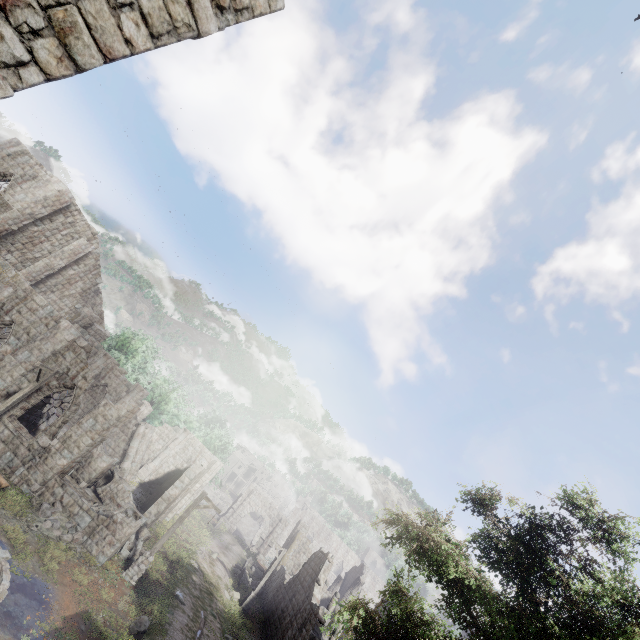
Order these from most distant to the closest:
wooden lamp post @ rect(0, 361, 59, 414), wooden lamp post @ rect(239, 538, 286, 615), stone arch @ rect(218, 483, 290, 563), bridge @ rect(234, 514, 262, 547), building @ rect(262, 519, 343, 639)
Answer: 1. bridge @ rect(234, 514, 262, 547)
2. stone arch @ rect(218, 483, 290, 563)
3. wooden lamp post @ rect(239, 538, 286, 615)
4. building @ rect(262, 519, 343, 639)
5. wooden lamp post @ rect(0, 361, 59, 414)

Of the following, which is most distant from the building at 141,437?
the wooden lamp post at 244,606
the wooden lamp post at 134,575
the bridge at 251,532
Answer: the bridge at 251,532

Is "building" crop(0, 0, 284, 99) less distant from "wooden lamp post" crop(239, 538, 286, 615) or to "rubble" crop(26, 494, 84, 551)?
"rubble" crop(26, 494, 84, 551)

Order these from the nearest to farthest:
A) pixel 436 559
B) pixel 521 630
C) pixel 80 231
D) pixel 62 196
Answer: pixel 436 559
pixel 521 630
pixel 62 196
pixel 80 231

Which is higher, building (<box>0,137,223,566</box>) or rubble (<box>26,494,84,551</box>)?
building (<box>0,137,223,566</box>)

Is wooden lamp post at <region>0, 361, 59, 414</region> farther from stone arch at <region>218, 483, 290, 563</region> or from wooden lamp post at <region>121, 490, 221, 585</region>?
stone arch at <region>218, 483, 290, 563</region>

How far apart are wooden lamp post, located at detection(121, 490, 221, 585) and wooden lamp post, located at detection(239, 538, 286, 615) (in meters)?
11.57

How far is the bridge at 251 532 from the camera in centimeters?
5112cm
